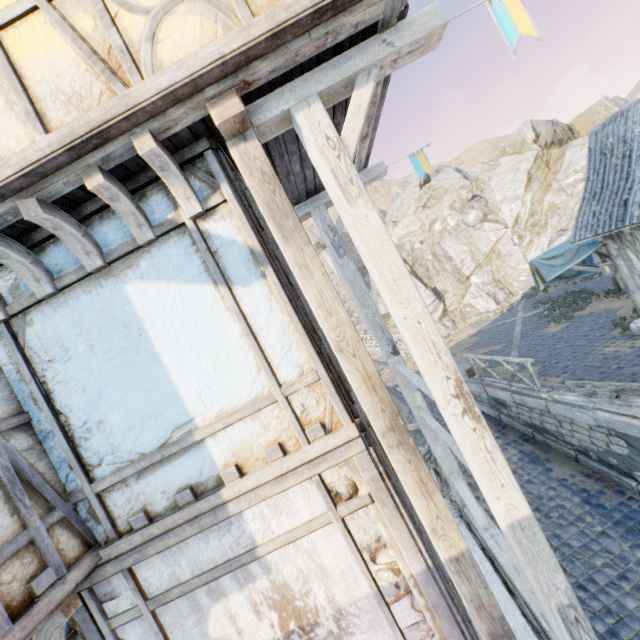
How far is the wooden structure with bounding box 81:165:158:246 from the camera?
2.46m

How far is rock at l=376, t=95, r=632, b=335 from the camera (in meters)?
27.20

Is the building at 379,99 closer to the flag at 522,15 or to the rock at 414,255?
the flag at 522,15

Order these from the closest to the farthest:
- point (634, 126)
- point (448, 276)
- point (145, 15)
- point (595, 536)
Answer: point (145, 15), point (595, 536), point (634, 126), point (448, 276)

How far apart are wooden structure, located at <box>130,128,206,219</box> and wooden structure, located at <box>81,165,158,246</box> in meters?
0.3

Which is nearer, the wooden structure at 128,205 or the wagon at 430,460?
the wooden structure at 128,205

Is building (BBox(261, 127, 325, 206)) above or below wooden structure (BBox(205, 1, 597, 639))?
above

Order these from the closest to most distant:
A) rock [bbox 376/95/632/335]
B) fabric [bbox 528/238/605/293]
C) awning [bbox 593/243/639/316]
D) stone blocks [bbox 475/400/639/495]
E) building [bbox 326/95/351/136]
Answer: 1. building [bbox 326/95/351/136]
2. stone blocks [bbox 475/400/639/495]
3. awning [bbox 593/243/639/316]
4. fabric [bbox 528/238/605/293]
5. rock [bbox 376/95/632/335]
